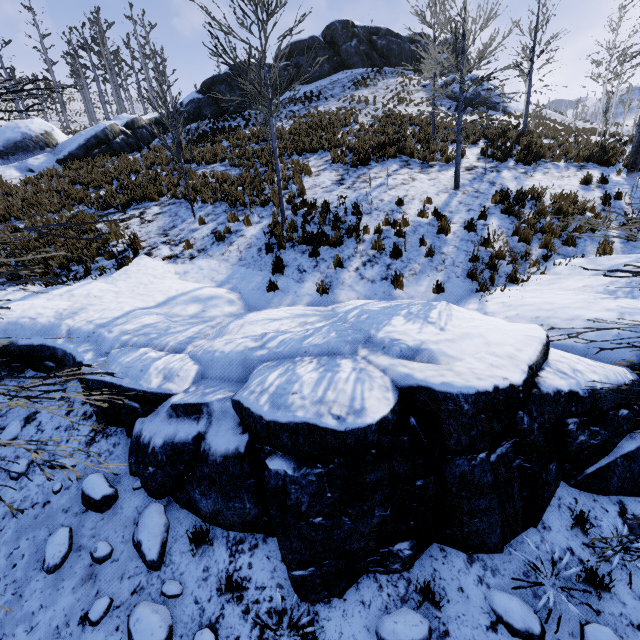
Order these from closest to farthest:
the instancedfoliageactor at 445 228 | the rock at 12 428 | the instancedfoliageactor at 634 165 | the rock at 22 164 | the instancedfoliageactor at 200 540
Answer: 1. the instancedfoliageactor at 200 540
2. the rock at 12 428
3. the instancedfoliageactor at 445 228
4. the instancedfoliageactor at 634 165
5. the rock at 22 164

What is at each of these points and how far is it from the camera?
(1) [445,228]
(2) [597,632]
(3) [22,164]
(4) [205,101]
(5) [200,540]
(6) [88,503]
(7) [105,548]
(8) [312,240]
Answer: (1) instancedfoliageactor, 8.3m
(2) rock, 3.1m
(3) rock, 16.6m
(4) rock, 23.6m
(5) instancedfoliageactor, 3.8m
(6) rock, 4.2m
(7) rock, 3.8m
(8) instancedfoliageactor, 8.1m

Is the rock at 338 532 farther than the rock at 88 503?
No

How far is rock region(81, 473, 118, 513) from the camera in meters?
4.1

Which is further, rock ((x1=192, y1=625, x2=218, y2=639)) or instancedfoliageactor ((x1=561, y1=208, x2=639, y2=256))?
rock ((x1=192, y1=625, x2=218, y2=639))

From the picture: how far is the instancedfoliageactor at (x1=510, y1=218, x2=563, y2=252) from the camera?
7.6 meters

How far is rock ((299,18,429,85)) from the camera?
27.9m

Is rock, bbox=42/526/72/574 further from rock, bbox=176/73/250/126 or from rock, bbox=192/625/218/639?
rock, bbox=176/73/250/126
